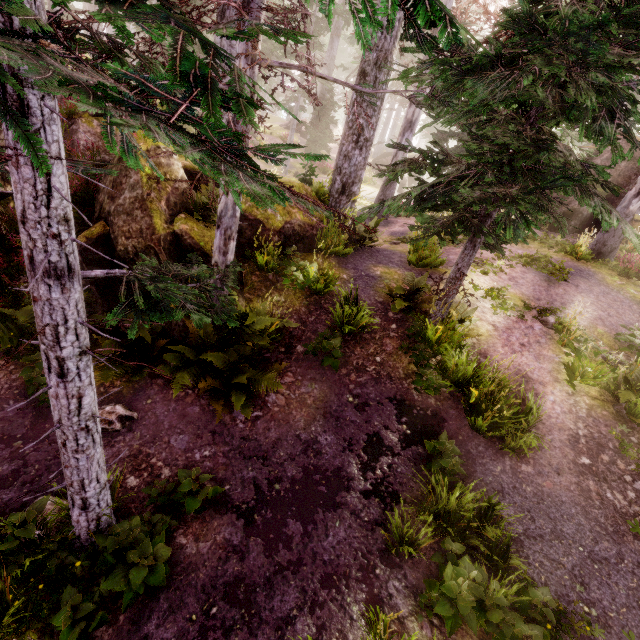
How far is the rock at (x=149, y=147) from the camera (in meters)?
6.77

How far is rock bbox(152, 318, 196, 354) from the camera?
6.4m

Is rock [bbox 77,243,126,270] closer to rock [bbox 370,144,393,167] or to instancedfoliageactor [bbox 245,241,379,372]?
instancedfoliageactor [bbox 245,241,379,372]

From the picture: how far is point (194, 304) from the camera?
3.10m

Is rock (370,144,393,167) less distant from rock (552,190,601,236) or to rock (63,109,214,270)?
rock (552,190,601,236)

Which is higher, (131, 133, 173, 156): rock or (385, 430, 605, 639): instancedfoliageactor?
(131, 133, 173, 156): rock

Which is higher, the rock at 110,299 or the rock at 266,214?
the rock at 266,214

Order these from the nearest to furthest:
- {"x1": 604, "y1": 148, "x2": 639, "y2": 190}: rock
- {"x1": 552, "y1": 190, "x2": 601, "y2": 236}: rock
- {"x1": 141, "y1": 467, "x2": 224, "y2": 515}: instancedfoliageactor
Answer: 1. {"x1": 141, "y1": 467, "x2": 224, "y2": 515}: instancedfoliageactor
2. {"x1": 604, "y1": 148, "x2": 639, "y2": 190}: rock
3. {"x1": 552, "y1": 190, "x2": 601, "y2": 236}: rock
